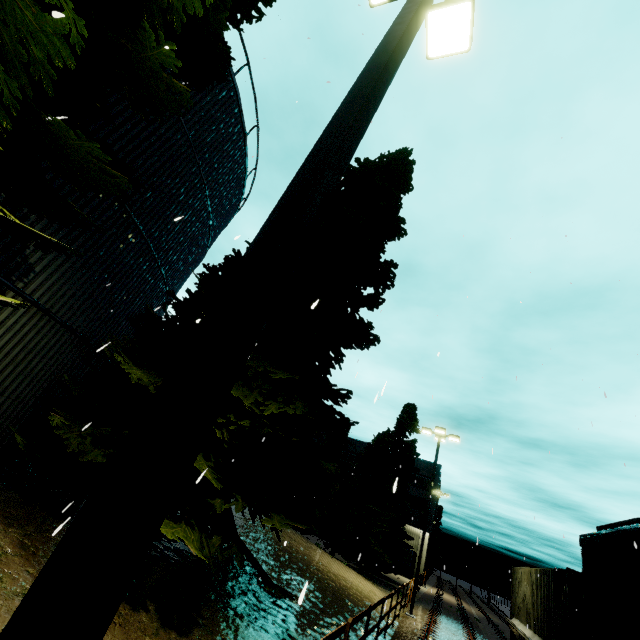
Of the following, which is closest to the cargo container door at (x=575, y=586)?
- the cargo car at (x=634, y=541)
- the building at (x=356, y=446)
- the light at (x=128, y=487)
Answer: the cargo car at (x=634, y=541)

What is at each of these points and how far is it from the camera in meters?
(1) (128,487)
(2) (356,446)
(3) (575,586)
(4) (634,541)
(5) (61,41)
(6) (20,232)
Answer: (1) light, 1.0 m
(2) building, 56.0 m
(3) cargo container door, 10.5 m
(4) cargo car, 5.5 m
(5) tree, 2.6 m
(6) tree, 4.2 m

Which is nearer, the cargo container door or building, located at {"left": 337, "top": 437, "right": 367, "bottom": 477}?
the cargo container door

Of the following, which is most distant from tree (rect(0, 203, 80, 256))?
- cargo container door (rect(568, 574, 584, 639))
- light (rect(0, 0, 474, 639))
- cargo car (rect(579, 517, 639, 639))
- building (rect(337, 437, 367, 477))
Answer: building (rect(337, 437, 367, 477))

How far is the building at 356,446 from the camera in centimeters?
5421cm

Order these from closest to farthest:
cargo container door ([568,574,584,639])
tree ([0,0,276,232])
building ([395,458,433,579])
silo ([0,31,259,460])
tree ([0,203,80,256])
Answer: tree ([0,0,276,232])
tree ([0,203,80,256])
silo ([0,31,259,460])
cargo container door ([568,574,584,639])
building ([395,458,433,579])

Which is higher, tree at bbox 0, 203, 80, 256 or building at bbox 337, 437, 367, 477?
building at bbox 337, 437, 367, 477

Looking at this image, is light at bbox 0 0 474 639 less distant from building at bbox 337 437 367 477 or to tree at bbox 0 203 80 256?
tree at bbox 0 203 80 256
